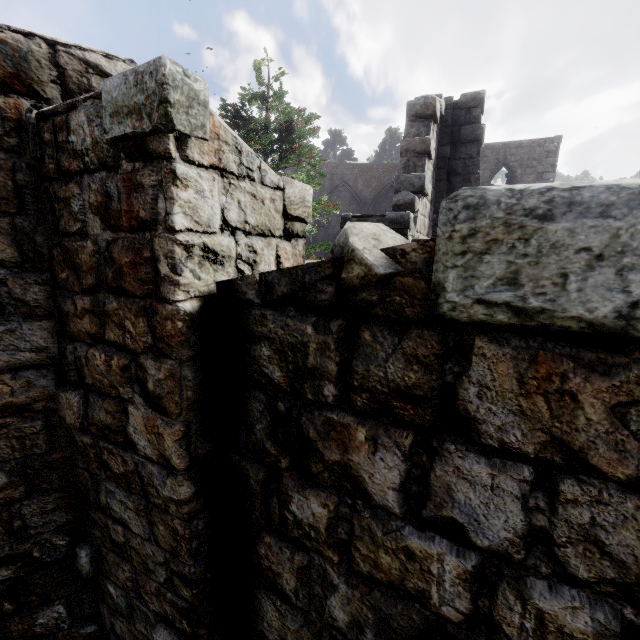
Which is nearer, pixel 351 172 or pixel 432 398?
pixel 432 398
